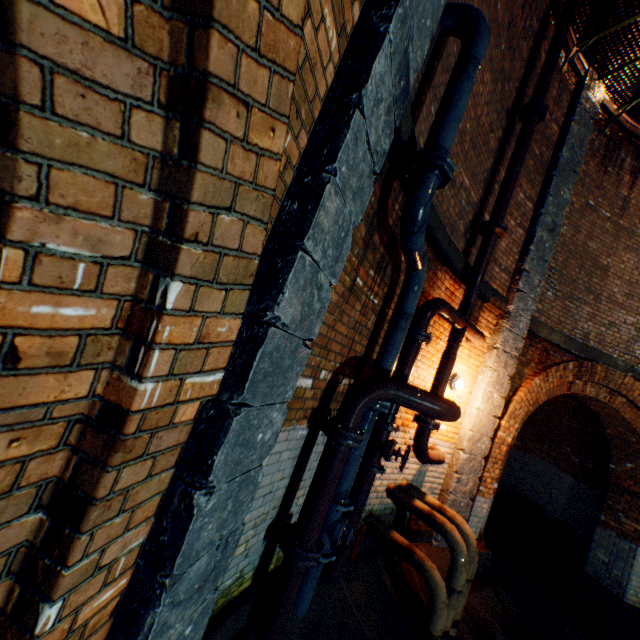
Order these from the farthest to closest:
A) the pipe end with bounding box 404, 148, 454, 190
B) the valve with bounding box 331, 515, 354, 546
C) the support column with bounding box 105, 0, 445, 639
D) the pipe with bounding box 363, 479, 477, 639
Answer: the pipe with bounding box 363, 479, 477, 639, the valve with bounding box 331, 515, 354, 546, the pipe end with bounding box 404, 148, 454, 190, the support column with bounding box 105, 0, 445, 639

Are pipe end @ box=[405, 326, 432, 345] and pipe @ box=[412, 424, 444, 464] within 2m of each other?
yes

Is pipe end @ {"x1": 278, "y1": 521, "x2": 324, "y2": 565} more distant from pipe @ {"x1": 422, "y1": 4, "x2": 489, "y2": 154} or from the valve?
pipe @ {"x1": 422, "y1": 4, "x2": 489, "y2": 154}

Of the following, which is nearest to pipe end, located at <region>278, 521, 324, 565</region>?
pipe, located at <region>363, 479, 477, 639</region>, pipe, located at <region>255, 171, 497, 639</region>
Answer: pipe, located at <region>255, 171, 497, 639</region>

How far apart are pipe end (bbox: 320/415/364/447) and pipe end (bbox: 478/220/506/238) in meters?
3.6 m

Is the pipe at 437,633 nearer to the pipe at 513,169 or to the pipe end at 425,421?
the pipe end at 425,421

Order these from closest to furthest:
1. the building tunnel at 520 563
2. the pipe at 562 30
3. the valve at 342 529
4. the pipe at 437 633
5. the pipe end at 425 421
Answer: the valve at 342 529
the pipe at 437 633
the pipe end at 425 421
the pipe at 562 30
the building tunnel at 520 563

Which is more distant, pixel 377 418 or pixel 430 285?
pixel 430 285
